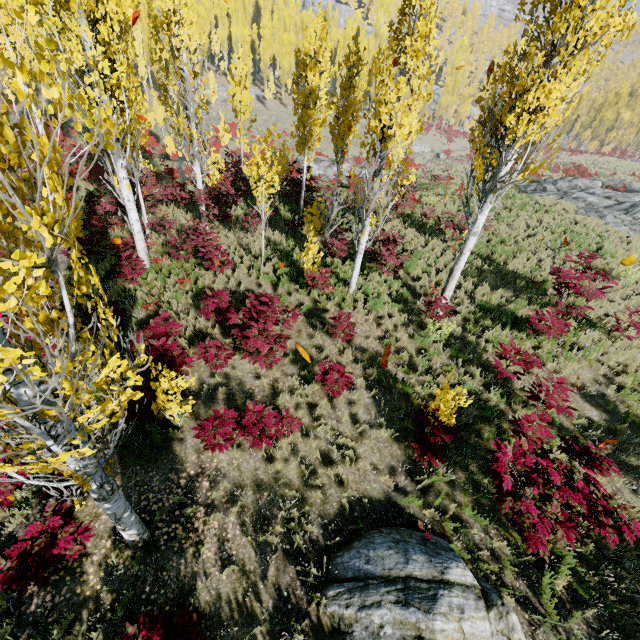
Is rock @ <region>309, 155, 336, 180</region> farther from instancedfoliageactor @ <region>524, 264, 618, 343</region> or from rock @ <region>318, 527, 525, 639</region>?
rock @ <region>318, 527, 525, 639</region>

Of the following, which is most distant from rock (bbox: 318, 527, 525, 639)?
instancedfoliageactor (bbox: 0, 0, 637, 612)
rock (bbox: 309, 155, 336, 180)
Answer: rock (bbox: 309, 155, 336, 180)

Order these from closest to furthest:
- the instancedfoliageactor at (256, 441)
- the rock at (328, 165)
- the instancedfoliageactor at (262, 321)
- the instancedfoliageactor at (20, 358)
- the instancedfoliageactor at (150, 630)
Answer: the instancedfoliageactor at (20, 358) < the instancedfoliageactor at (150, 630) < the instancedfoliageactor at (256, 441) < the instancedfoliageactor at (262, 321) < the rock at (328, 165)

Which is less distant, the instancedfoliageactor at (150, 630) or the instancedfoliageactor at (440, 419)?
the instancedfoliageactor at (150, 630)

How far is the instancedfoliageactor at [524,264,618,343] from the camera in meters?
8.7

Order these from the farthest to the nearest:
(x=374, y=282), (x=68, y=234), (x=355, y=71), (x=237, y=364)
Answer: (x=355, y=71), (x=374, y=282), (x=237, y=364), (x=68, y=234)
